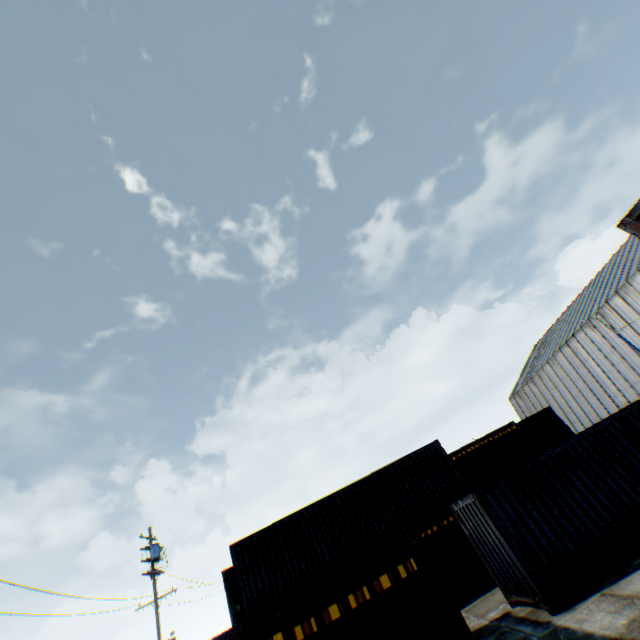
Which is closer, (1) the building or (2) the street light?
(2) the street light

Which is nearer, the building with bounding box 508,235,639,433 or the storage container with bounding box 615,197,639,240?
the storage container with bounding box 615,197,639,240

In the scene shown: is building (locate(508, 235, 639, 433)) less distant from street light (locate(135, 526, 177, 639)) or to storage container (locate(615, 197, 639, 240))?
storage container (locate(615, 197, 639, 240))

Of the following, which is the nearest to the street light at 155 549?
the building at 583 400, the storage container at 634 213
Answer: the storage container at 634 213

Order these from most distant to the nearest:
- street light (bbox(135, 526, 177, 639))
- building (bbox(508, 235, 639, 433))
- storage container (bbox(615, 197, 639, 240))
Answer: building (bbox(508, 235, 639, 433)), street light (bbox(135, 526, 177, 639)), storage container (bbox(615, 197, 639, 240))

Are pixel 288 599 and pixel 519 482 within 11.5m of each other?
yes

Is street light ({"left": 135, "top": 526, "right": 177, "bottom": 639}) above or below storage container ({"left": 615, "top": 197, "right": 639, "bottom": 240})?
above
